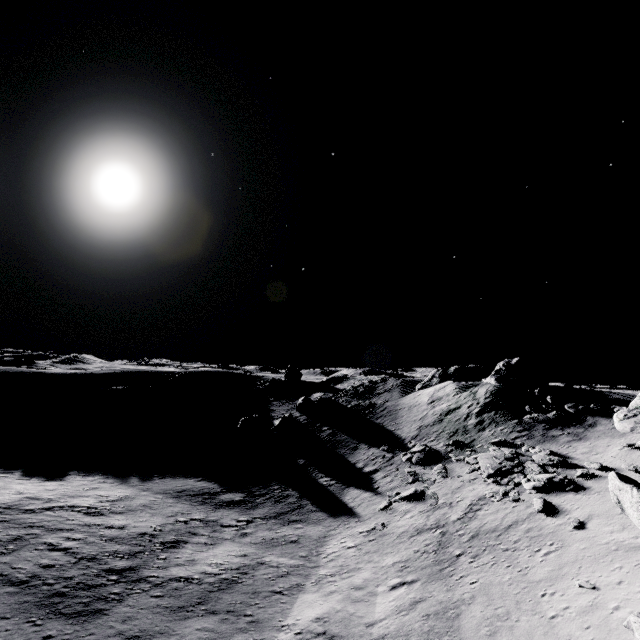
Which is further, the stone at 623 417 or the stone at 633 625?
the stone at 623 417

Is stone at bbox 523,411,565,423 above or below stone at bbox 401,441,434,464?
above

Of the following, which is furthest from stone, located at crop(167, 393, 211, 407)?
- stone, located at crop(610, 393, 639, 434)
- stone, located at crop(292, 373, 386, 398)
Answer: stone, located at crop(610, 393, 639, 434)

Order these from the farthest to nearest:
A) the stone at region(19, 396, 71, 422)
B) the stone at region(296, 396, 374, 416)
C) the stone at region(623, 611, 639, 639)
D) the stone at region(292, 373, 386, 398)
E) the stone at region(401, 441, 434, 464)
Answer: the stone at region(292, 373, 386, 398)
the stone at region(296, 396, 374, 416)
the stone at region(19, 396, 71, 422)
the stone at region(401, 441, 434, 464)
the stone at region(623, 611, 639, 639)

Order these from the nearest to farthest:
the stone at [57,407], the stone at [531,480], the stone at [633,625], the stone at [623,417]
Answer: the stone at [633,625], the stone at [531,480], the stone at [623,417], the stone at [57,407]

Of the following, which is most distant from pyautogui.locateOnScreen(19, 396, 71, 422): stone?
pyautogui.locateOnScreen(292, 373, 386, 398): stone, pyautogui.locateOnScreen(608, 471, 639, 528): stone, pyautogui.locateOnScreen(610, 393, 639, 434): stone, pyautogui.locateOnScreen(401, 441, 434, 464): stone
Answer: pyautogui.locateOnScreen(610, 393, 639, 434): stone

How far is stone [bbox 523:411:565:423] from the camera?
26.8m

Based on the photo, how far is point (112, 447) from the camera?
33.6 meters
